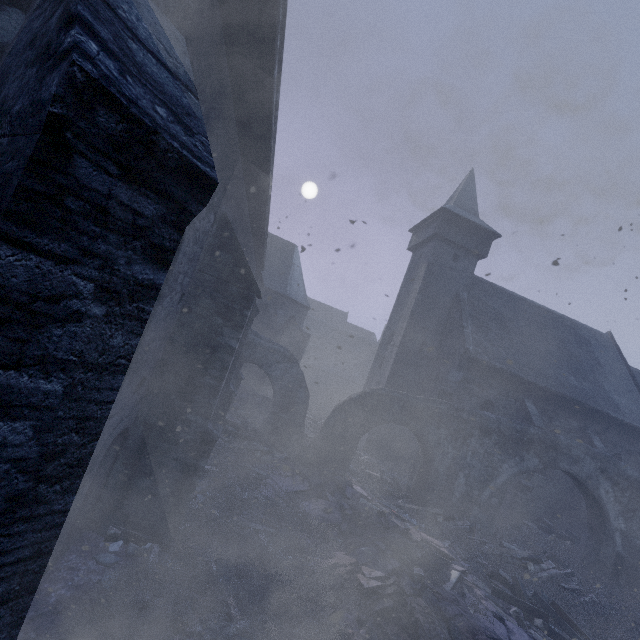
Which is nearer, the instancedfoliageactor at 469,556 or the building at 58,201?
the building at 58,201

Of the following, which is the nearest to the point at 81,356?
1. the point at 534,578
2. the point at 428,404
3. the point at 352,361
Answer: the point at 428,404

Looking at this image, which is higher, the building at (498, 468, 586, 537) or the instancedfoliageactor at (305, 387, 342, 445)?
the building at (498, 468, 586, 537)

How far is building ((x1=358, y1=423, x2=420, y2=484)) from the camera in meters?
17.3 m

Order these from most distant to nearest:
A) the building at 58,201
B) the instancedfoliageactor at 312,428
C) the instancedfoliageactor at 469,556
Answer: the instancedfoliageactor at 312,428 < the instancedfoliageactor at 469,556 < the building at 58,201

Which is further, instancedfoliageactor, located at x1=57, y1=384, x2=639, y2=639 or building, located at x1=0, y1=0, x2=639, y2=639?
instancedfoliageactor, located at x1=57, y1=384, x2=639, y2=639

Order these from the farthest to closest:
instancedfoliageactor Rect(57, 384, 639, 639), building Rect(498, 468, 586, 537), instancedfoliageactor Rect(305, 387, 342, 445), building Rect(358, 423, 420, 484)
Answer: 1. instancedfoliageactor Rect(305, 387, 342, 445)
2. building Rect(358, 423, 420, 484)
3. building Rect(498, 468, 586, 537)
4. instancedfoliageactor Rect(57, 384, 639, 639)
